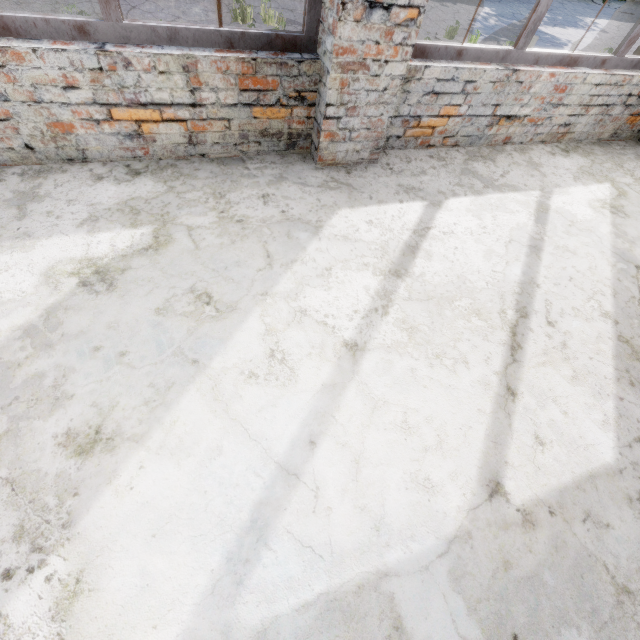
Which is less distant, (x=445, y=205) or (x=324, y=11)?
(x=324, y=11)
